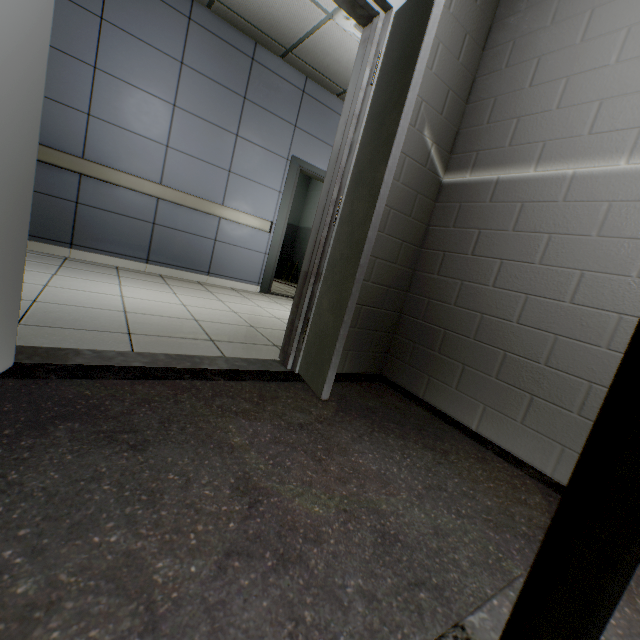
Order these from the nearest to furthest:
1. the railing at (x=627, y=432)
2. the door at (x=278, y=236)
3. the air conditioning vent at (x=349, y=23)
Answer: the railing at (x=627, y=432) < the door at (x=278, y=236) < the air conditioning vent at (x=349, y=23)

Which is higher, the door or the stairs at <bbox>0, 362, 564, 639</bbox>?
the door

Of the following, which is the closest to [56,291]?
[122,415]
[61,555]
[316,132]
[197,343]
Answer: [197,343]

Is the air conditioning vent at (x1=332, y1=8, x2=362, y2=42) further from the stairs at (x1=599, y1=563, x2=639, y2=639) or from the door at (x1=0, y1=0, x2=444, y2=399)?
the door at (x1=0, y1=0, x2=444, y2=399)

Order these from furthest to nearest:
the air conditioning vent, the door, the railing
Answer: the air conditioning vent
the door
the railing

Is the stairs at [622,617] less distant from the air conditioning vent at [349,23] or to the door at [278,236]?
the door at [278,236]

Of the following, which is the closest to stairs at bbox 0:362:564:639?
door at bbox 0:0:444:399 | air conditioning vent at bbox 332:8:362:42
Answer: door at bbox 0:0:444:399

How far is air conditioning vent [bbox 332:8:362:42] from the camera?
3.36m
